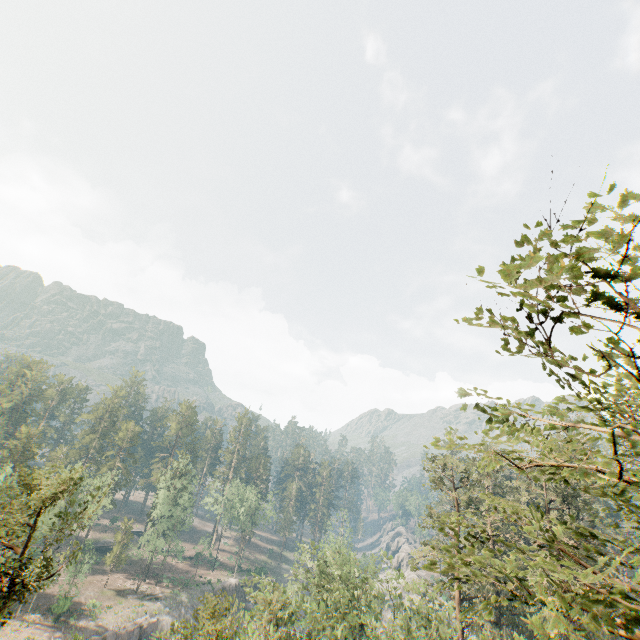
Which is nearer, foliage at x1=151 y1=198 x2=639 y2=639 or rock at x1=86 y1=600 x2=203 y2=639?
foliage at x1=151 y1=198 x2=639 y2=639

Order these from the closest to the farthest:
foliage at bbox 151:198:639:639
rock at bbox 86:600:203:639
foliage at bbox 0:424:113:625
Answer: foliage at bbox 151:198:639:639
foliage at bbox 0:424:113:625
rock at bbox 86:600:203:639

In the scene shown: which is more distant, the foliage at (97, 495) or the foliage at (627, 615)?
the foliage at (97, 495)

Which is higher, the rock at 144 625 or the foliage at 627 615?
the foliage at 627 615

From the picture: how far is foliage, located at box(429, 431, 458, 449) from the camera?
4.3 meters

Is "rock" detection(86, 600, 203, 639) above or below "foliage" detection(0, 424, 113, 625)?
below

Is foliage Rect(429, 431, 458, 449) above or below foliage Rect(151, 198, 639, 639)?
above

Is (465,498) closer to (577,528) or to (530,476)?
(530,476)
